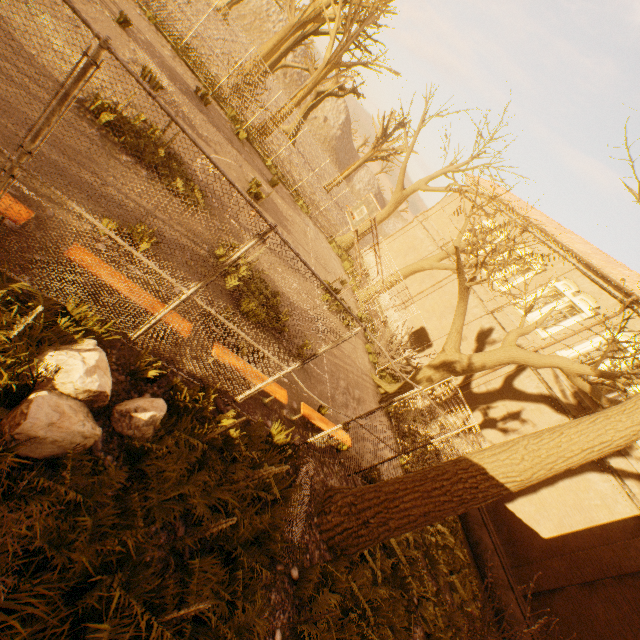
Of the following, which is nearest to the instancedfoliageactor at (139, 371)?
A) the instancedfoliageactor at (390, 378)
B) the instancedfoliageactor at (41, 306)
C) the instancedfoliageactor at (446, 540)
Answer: the instancedfoliageactor at (41, 306)

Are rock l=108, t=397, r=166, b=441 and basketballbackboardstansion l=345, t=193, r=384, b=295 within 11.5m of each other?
yes

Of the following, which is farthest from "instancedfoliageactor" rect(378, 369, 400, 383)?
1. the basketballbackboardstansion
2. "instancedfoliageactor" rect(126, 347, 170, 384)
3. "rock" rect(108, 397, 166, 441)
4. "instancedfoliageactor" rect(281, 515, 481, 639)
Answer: "rock" rect(108, 397, 166, 441)

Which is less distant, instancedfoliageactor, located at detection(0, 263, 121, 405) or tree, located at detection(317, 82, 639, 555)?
instancedfoliageactor, located at detection(0, 263, 121, 405)

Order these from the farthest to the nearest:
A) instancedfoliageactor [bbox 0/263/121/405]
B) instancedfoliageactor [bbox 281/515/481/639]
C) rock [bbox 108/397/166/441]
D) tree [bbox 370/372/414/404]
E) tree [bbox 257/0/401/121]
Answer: tree [bbox 257/0/401/121] → tree [bbox 370/372/414/404] → instancedfoliageactor [bbox 281/515/481/639] → rock [bbox 108/397/166/441] → instancedfoliageactor [bbox 0/263/121/405]

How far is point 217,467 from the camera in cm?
462

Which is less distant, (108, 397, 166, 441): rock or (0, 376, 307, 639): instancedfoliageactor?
(0, 376, 307, 639): instancedfoliageactor

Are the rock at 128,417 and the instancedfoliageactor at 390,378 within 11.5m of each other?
no
